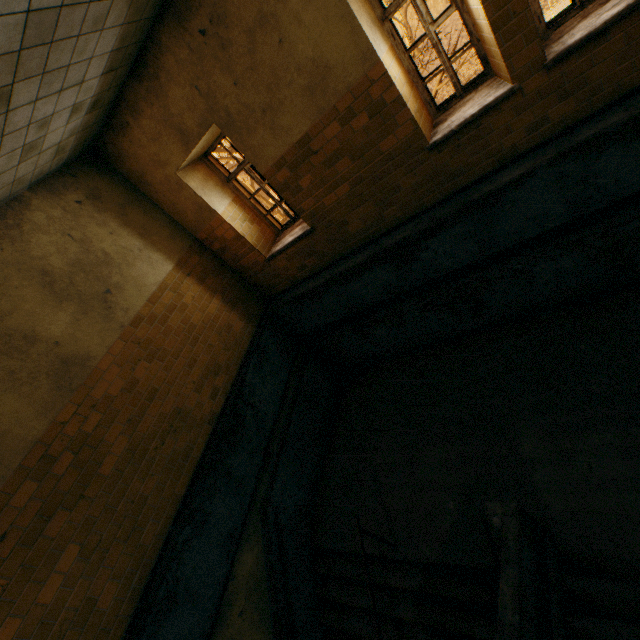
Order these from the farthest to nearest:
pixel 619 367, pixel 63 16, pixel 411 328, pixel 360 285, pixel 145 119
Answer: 1. pixel 411 328
2. pixel 360 285
3. pixel 145 119
4. pixel 619 367
5. pixel 63 16
